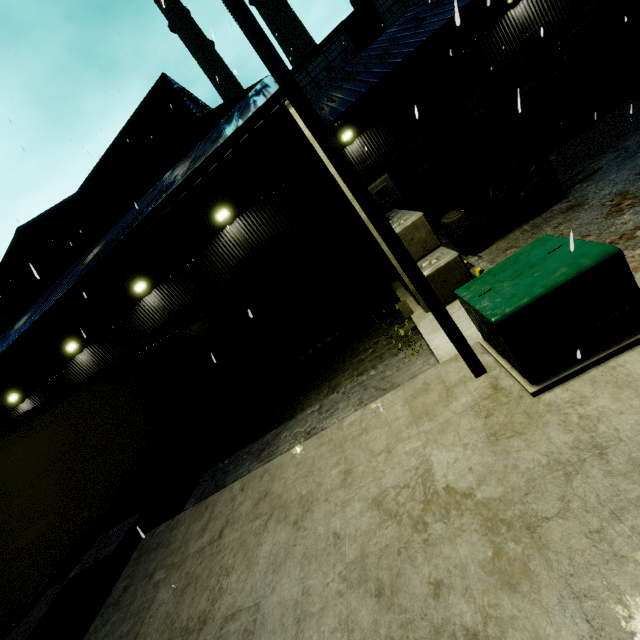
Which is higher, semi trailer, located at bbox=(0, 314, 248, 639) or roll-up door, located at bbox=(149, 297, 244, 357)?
roll-up door, located at bbox=(149, 297, 244, 357)

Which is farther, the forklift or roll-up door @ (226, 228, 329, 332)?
roll-up door @ (226, 228, 329, 332)

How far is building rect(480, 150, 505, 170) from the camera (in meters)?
14.44

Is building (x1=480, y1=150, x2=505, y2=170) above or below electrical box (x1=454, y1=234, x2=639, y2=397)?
above

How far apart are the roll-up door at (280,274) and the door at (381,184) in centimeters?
703cm

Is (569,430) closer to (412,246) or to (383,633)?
(383,633)

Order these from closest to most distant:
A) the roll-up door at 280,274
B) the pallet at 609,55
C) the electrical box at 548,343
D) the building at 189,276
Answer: the electrical box at 548,343
the building at 189,276
the pallet at 609,55
the roll-up door at 280,274

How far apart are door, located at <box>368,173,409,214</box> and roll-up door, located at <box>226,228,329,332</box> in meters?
7.0 m
